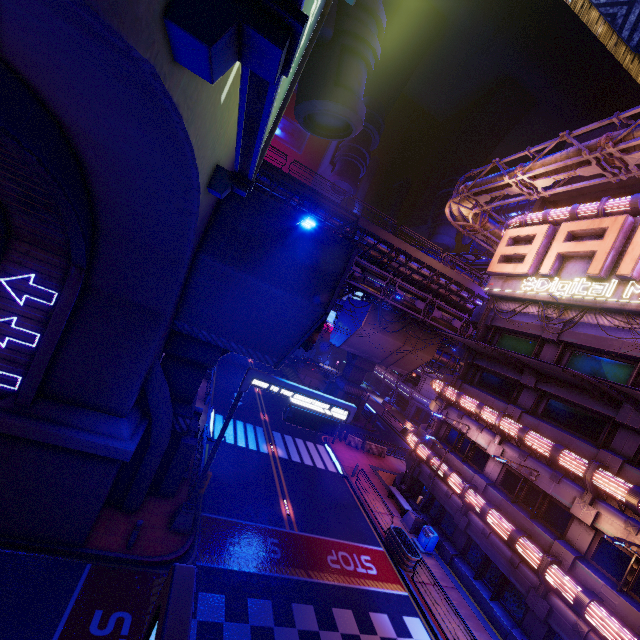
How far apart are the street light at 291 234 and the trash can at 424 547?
19.0 meters

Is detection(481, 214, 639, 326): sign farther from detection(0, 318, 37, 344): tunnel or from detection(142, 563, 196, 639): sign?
detection(0, 318, 37, 344): tunnel

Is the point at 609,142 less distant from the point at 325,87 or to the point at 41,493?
the point at 325,87

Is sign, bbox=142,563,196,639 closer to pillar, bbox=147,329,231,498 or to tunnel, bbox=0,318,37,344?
pillar, bbox=147,329,231,498

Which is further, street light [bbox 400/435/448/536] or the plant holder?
street light [bbox 400/435/448/536]

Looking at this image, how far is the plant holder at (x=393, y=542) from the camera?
16.78m

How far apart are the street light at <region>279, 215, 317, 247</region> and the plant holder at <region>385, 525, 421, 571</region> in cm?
1688

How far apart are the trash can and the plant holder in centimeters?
116cm
